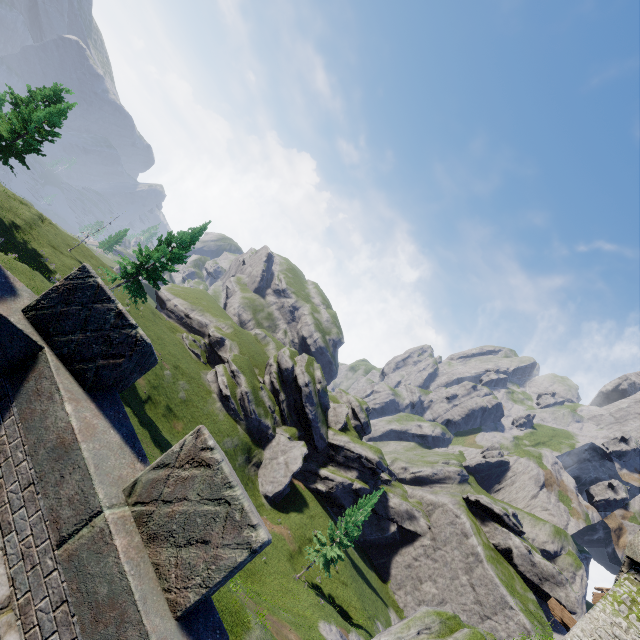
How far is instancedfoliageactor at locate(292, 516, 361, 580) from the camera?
35.2 meters

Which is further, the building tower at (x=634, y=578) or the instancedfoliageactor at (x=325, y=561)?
the instancedfoliageactor at (x=325, y=561)

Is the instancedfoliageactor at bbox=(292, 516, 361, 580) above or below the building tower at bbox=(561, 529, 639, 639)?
below

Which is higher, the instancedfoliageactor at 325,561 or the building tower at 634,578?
the building tower at 634,578

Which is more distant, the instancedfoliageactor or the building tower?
the instancedfoliageactor

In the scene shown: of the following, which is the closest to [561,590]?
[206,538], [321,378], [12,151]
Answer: [321,378]
